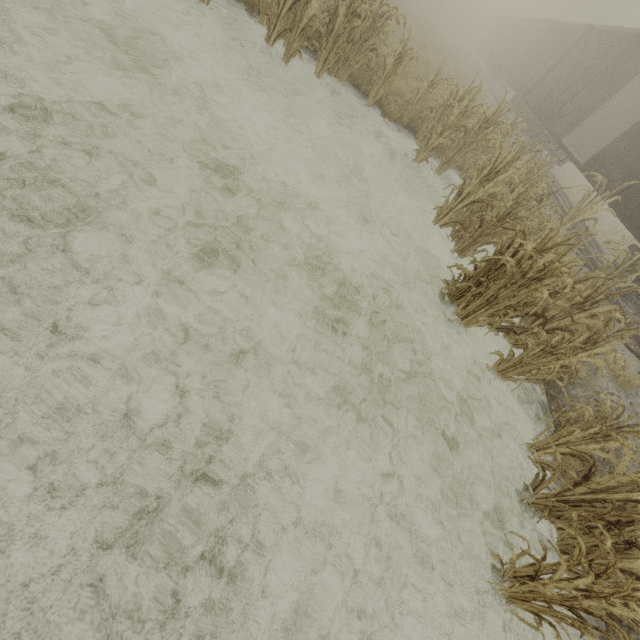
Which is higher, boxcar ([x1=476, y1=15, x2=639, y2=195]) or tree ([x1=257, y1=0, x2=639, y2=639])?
boxcar ([x1=476, y1=15, x2=639, y2=195])

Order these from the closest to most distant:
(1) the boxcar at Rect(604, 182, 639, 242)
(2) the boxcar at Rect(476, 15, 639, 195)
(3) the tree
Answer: (3) the tree
(1) the boxcar at Rect(604, 182, 639, 242)
(2) the boxcar at Rect(476, 15, 639, 195)

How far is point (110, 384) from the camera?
2.30m

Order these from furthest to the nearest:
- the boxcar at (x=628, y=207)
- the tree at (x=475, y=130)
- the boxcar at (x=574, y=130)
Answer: the boxcar at (x=574, y=130)
the boxcar at (x=628, y=207)
the tree at (x=475, y=130)

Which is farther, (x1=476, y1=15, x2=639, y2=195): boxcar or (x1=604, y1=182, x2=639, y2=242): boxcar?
(x1=476, y1=15, x2=639, y2=195): boxcar

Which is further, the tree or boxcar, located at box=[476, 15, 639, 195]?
boxcar, located at box=[476, 15, 639, 195]

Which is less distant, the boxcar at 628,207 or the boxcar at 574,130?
the boxcar at 628,207
